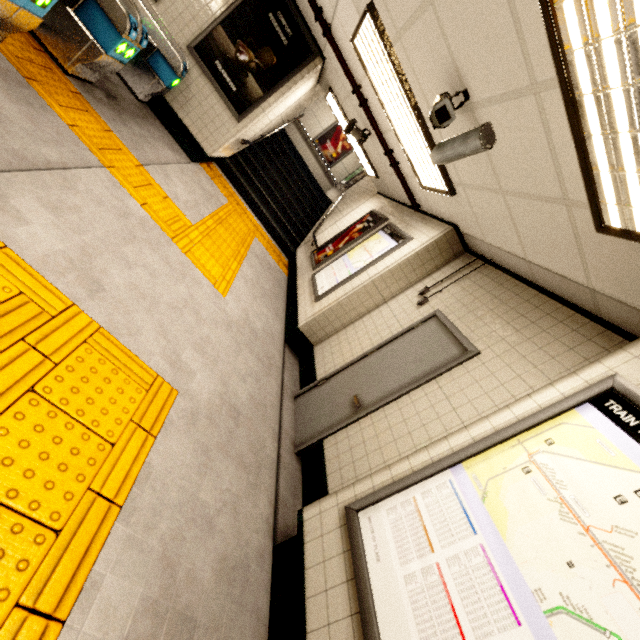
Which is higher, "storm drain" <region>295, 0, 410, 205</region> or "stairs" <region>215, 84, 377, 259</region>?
"storm drain" <region>295, 0, 410, 205</region>

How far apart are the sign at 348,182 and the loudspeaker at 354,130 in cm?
581

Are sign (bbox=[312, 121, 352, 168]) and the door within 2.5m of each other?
no

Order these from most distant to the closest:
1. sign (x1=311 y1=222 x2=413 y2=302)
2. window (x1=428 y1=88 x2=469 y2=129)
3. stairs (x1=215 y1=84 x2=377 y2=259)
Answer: stairs (x1=215 y1=84 x2=377 y2=259) < sign (x1=311 y1=222 x2=413 y2=302) < window (x1=428 y1=88 x2=469 y2=129)

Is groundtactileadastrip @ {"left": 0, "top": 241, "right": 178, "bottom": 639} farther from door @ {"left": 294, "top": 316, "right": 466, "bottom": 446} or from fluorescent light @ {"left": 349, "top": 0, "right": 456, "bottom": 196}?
fluorescent light @ {"left": 349, "top": 0, "right": 456, "bottom": 196}

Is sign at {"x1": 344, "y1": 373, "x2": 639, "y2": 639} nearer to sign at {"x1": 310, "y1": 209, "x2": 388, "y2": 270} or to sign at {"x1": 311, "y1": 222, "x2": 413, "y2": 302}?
sign at {"x1": 311, "y1": 222, "x2": 413, "y2": 302}

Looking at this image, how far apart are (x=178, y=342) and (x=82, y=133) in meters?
2.5

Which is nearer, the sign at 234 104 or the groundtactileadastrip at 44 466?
the groundtactileadastrip at 44 466
